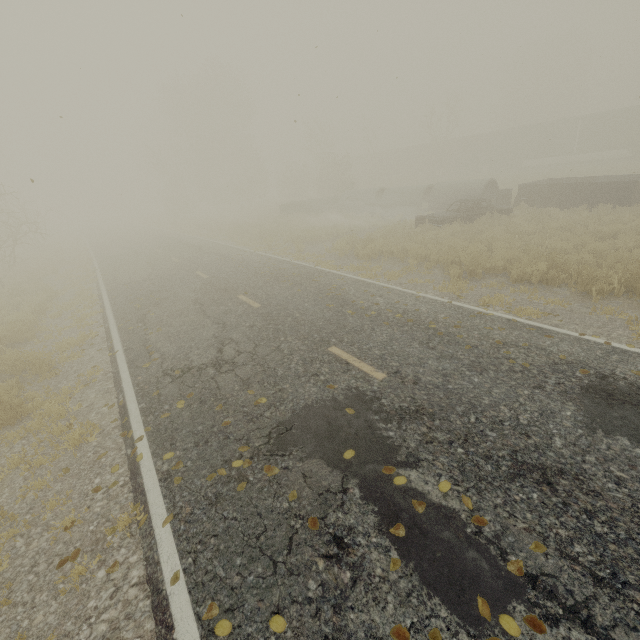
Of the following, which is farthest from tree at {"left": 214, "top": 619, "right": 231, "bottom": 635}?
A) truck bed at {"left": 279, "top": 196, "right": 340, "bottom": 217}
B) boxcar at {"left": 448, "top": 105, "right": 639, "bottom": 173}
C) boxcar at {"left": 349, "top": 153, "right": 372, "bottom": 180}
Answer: boxcar at {"left": 349, "top": 153, "right": 372, "bottom": 180}

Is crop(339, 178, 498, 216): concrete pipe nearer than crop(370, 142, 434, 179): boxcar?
Yes

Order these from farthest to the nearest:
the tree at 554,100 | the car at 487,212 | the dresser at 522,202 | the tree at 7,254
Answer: the tree at 554,100
the dresser at 522,202
the car at 487,212
the tree at 7,254

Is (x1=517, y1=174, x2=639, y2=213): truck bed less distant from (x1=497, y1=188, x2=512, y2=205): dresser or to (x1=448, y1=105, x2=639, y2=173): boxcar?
(x1=497, y1=188, x2=512, y2=205): dresser

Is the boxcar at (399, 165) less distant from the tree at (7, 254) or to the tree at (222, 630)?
the tree at (7, 254)

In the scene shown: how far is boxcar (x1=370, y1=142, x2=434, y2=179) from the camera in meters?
49.3 m

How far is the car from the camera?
16.0 meters

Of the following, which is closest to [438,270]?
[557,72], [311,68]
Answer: [311,68]
